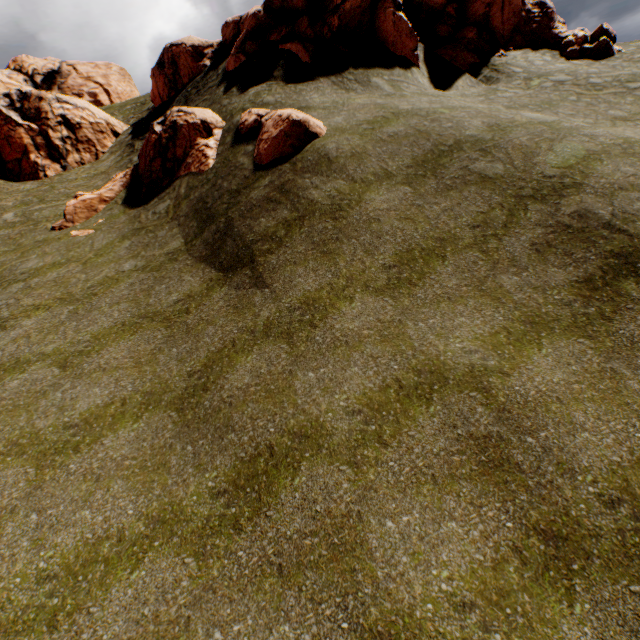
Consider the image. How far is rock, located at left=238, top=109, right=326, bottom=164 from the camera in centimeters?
1230cm

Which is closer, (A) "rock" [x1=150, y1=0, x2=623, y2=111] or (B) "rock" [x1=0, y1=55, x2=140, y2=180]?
(A) "rock" [x1=150, y1=0, x2=623, y2=111]

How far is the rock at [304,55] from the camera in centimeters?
1712cm

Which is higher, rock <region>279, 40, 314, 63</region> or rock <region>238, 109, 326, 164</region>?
rock <region>279, 40, 314, 63</region>

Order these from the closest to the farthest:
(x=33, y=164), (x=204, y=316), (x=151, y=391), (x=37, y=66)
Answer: (x=151, y=391) < (x=204, y=316) < (x=33, y=164) < (x=37, y=66)

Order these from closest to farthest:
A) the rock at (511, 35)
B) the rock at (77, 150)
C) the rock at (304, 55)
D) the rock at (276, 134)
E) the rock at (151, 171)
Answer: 1. the rock at (276, 134)
2. the rock at (151, 171)
3. the rock at (304, 55)
4. the rock at (511, 35)
5. the rock at (77, 150)

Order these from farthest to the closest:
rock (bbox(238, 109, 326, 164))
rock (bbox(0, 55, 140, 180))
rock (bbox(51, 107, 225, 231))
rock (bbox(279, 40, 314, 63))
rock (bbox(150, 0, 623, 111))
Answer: rock (bbox(0, 55, 140, 180))
rock (bbox(150, 0, 623, 111))
rock (bbox(279, 40, 314, 63))
rock (bbox(51, 107, 225, 231))
rock (bbox(238, 109, 326, 164))
